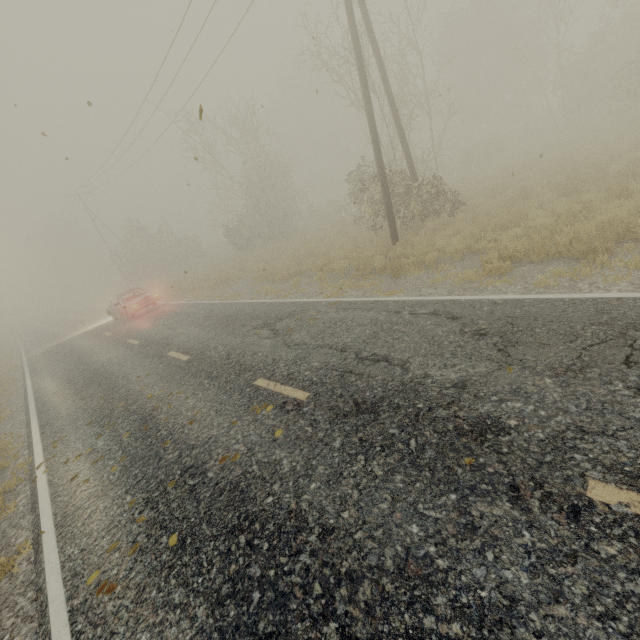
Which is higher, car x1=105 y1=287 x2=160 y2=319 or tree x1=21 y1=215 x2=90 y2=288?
tree x1=21 y1=215 x2=90 y2=288

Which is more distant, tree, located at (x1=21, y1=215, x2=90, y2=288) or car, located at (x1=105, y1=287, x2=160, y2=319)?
tree, located at (x1=21, y1=215, x2=90, y2=288)

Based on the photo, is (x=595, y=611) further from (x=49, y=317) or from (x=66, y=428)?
(x=49, y=317)

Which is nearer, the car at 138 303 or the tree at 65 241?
the car at 138 303

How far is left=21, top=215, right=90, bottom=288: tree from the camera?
55.00m

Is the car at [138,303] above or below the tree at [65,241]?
below

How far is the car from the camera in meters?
17.5 m
